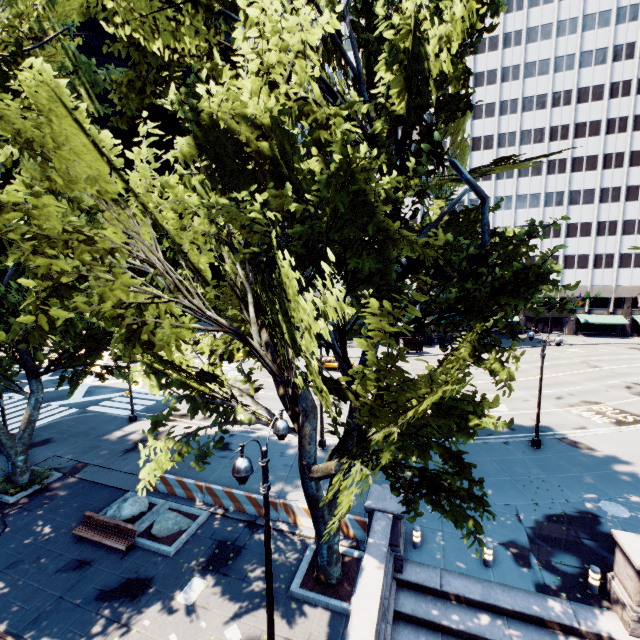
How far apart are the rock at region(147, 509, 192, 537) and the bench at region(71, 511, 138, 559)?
0.8 meters

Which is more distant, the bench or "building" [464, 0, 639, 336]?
"building" [464, 0, 639, 336]

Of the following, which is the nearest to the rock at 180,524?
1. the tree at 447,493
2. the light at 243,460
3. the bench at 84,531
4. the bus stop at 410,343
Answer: the bench at 84,531

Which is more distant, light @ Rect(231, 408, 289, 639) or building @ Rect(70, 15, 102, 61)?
building @ Rect(70, 15, 102, 61)

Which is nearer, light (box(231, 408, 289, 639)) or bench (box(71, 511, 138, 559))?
light (box(231, 408, 289, 639))

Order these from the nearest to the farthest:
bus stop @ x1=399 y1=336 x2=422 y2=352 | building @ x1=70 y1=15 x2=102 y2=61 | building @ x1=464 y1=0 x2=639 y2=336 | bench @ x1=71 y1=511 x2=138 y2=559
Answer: bench @ x1=71 y1=511 x2=138 y2=559 < bus stop @ x1=399 y1=336 x2=422 y2=352 < building @ x1=464 y1=0 x2=639 y2=336 < building @ x1=70 y1=15 x2=102 y2=61

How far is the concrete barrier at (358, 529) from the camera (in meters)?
13.17

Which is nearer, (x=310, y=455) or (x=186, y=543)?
(x=310, y=455)
